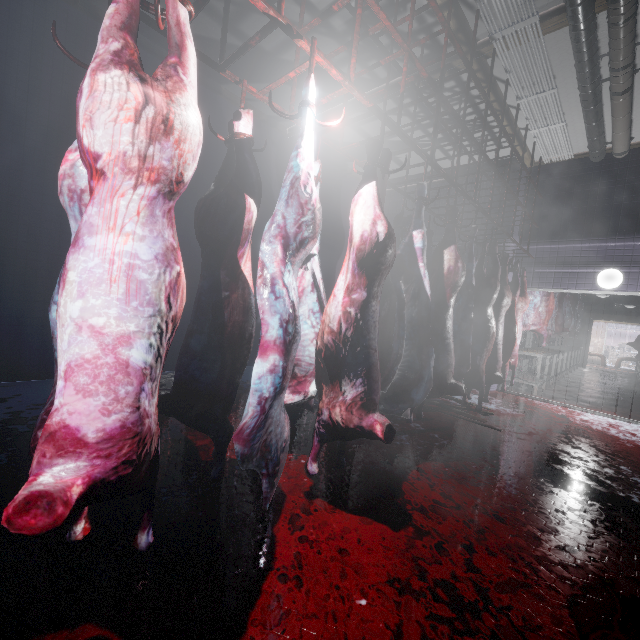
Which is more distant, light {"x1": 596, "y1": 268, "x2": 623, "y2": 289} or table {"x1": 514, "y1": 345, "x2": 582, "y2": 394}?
table {"x1": 514, "y1": 345, "x2": 582, "y2": 394}

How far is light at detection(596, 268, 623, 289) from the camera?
5.0m

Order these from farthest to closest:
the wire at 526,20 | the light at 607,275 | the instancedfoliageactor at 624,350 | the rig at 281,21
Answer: the instancedfoliageactor at 624,350 → the light at 607,275 → the wire at 526,20 → the rig at 281,21

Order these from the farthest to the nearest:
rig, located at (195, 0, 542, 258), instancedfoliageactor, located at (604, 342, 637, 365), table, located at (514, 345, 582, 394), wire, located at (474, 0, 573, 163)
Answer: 1. instancedfoliageactor, located at (604, 342, 637, 365)
2. table, located at (514, 345, 582, 394)
3. wire, located at (474, 0, 573, 163)
4. rig, located at (195, 0, 542, 258)

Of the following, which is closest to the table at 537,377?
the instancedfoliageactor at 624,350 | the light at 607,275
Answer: the light at 607,275

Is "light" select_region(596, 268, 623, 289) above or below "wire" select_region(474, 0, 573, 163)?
below

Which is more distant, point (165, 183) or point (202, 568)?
point (202, 568)

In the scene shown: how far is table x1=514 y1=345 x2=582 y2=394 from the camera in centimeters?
623cm
